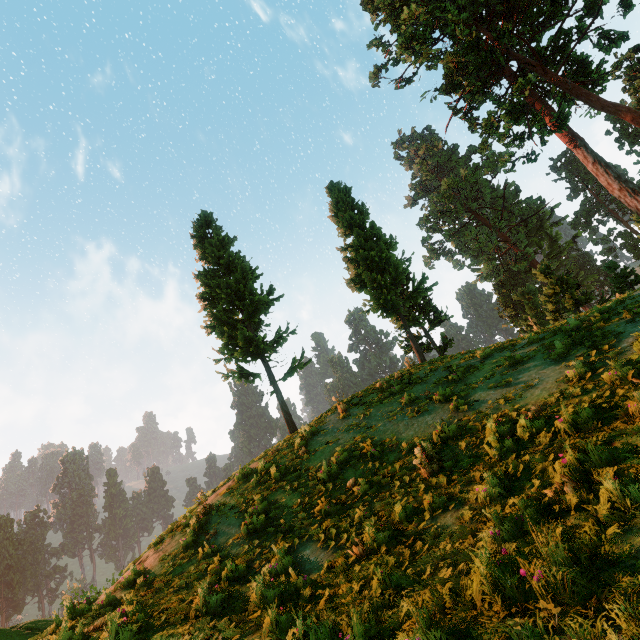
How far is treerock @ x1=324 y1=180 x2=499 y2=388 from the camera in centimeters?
2053cm

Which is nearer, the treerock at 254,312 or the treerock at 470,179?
the treerock at 254,312

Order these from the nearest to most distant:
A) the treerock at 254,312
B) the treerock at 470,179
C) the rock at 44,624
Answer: the rock at 44,624
the treerock at 254,312
the treerock at 470,179

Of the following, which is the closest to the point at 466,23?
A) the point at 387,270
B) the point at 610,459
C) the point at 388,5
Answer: the point at 388,5

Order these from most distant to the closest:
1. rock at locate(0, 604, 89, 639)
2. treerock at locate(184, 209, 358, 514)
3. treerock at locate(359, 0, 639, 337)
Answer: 1. treerock at locate(359, 0, 639, 337)
2. treerock at locate(184, 209, 358, 514)
3. rock at locate(0, 604, 89, 639)

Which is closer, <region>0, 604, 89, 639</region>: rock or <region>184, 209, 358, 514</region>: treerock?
<region>0, 604, 89, 639</region>: rock
